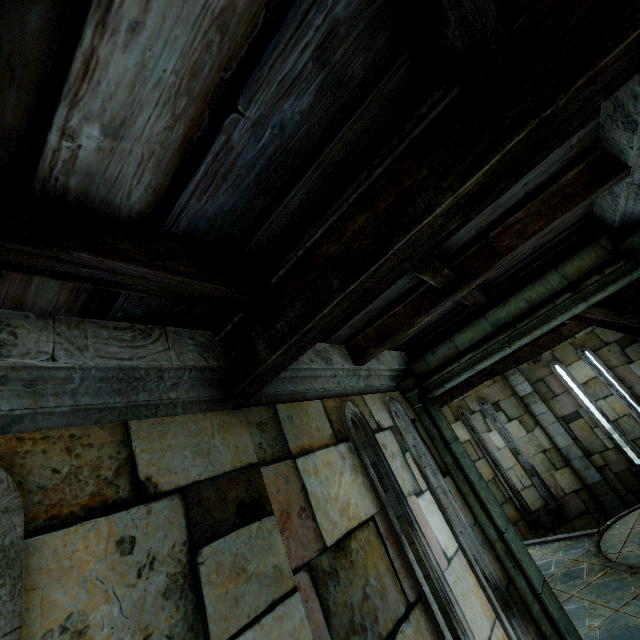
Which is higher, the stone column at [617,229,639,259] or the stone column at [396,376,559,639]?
the stone column at [617,229,639,259]

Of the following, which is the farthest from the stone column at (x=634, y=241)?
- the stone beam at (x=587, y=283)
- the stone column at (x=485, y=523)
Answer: the stone column at (x=485, y=523)

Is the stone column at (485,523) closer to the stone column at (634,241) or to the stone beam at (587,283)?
the stone beam at (587,283)

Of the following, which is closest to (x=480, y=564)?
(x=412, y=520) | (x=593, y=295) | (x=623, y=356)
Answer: (x=412, y=520)

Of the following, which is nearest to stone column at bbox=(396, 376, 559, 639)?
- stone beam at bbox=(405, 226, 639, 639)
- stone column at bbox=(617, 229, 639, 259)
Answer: stone beam at bbox=(405, 226, 639, 639)

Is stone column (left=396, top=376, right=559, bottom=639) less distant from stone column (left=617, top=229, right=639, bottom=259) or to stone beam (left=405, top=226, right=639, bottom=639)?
stone beam (left=405, top=226, right=639, bottom=639)
